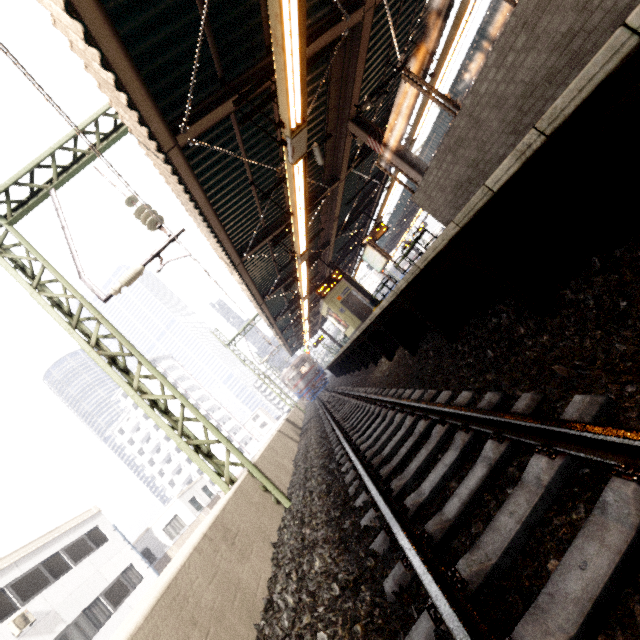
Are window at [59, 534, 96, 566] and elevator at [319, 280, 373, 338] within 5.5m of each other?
no

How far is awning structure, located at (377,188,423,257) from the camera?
26.4 meters

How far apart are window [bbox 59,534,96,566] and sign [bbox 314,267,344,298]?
18.3 meters

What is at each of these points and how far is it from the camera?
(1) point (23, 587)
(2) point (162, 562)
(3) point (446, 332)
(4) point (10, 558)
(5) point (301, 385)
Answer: (1) window, 13.8m
(2) balcony, 22.1m
(3) platform underside, 5.0m
(4) roof trim, 14.3m
(5) train, 30.9m

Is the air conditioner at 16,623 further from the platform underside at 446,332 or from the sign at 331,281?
the sign at 331,281

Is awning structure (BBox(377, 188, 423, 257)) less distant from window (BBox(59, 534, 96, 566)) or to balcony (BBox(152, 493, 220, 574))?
balcony (BBox(152, 493, 220, 574))

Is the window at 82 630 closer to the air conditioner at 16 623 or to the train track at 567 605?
the air conditioner at 16 623

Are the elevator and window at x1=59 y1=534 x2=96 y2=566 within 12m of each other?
no
